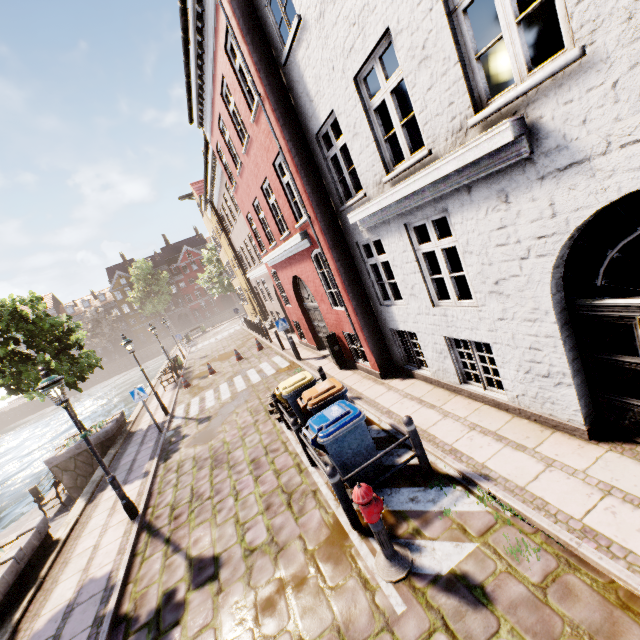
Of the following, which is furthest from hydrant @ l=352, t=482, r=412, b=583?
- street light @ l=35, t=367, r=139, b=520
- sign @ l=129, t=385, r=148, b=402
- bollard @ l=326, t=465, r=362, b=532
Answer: sign @ l=129, t=385, r=148, b=402

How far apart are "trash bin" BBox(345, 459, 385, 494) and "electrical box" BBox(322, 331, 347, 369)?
4.50m

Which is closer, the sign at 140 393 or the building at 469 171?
the building at 469 171

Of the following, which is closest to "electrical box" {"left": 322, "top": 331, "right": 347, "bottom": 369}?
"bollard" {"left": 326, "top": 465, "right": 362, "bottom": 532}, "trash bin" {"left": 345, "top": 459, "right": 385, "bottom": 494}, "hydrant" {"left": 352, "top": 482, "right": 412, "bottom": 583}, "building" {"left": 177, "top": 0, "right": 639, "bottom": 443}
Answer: "building" {"left": 177, "top": 0, "right": 639, "bottom": 443}

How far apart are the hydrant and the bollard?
0.5m

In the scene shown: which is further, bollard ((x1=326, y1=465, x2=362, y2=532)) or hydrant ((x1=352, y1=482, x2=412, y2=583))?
bollard ((x1=326, y1=465, x2=362, y2=532))

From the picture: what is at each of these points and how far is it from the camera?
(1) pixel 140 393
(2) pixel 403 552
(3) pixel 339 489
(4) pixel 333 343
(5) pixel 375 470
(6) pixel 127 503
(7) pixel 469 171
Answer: (1) sign, 11.7m
(2) hydrant, 4.1m
(3) bollard, 4.6m
(4) electrical box, 10.5m
(5) trash bin, 5.4m
(6) street light, 7.2m
(7) building, 4.2m

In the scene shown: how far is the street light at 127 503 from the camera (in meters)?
6.53
